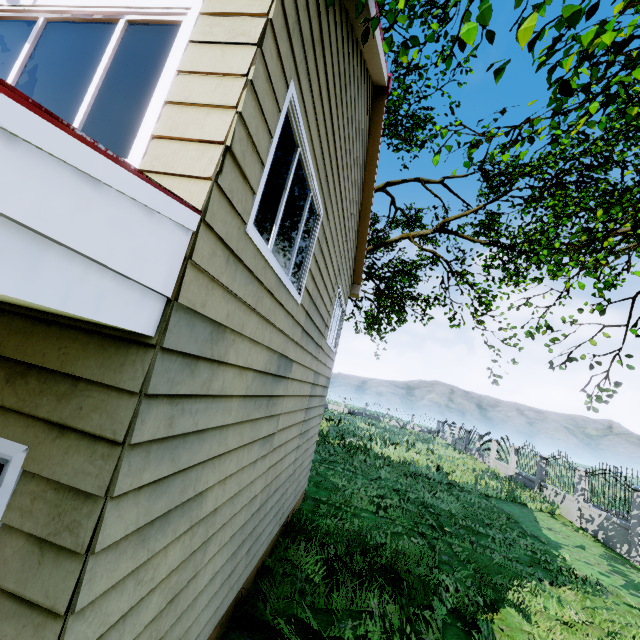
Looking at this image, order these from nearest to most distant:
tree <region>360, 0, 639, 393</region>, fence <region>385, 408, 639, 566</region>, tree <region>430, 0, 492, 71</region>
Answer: tree <region>430, 0, 492, 71</region>
tree <region>360, 0, 639, 393</region>
fence <region>385, 408, 639, 566</region>

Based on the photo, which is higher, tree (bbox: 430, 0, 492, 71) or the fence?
tree (bbox: 430, 0, 492, 71)

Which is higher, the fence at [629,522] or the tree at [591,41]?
the tree at [591,41]

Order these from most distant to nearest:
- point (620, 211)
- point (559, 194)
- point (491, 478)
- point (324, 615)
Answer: point (491, 478), point (559, 194), point (620, 211), point (324, 615)

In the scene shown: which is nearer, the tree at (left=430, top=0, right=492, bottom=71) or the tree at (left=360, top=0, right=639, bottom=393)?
the tree at (left=430, top=0, right=492, bottom=71)

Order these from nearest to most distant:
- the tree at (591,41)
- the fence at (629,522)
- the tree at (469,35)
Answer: the tree at (469,35), the tree at (591,41), the fence at (629,522)

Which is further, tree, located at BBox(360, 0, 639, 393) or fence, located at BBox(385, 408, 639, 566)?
fence, located at BBox(385, 408, 639, 566)
